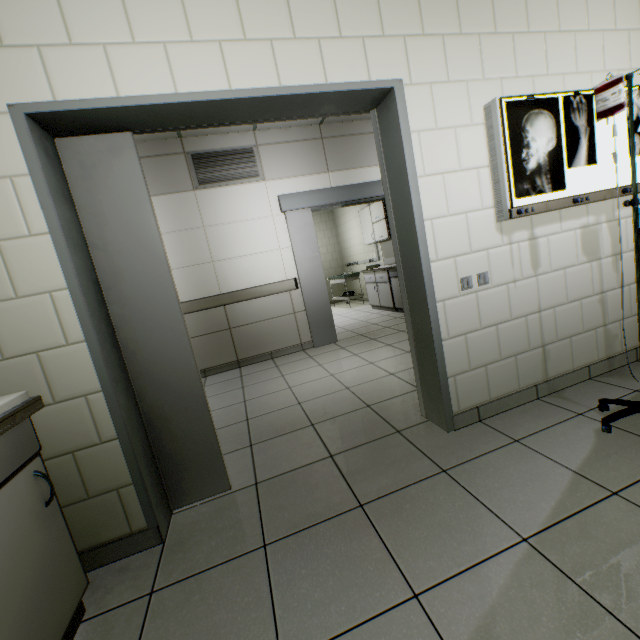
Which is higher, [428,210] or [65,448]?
[428,210]

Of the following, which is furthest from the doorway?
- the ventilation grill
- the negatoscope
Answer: the ventilation grill

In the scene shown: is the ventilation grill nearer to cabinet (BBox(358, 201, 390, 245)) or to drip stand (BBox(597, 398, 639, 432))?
cabinet (BBox(358, 201, 390, 245))

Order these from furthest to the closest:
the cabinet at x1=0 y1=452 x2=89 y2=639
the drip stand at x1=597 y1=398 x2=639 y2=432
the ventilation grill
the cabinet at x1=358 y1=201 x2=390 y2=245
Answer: the cabinet at x1=358 y1=201 x2=390 y2=245
the ventilation grill
the drip stand at x1=597 y1=398 x2=639 y2=432
the cabinet at x1=0 y1=452 x2=89 y2=639

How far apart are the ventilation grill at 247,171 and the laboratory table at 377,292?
3.04m

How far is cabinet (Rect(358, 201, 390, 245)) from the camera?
6.4 meters

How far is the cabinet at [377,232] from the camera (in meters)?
6.41

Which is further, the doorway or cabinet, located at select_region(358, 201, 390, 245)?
cabinet, located at select_region(358, 201, 390, 245)
